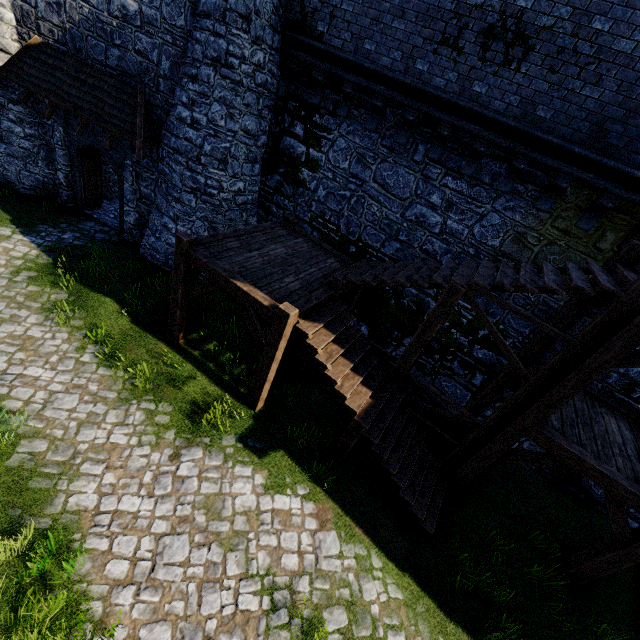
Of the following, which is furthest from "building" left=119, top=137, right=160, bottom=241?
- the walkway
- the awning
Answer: the walkway

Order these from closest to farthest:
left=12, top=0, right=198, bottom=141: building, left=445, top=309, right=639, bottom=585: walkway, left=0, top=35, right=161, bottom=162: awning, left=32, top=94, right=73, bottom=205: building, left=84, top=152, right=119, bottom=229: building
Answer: left=445, top=309, right=639, bottom=585: walkway, left=12, top=0, right=198, bottom=141: building, left=0, top=35, right=161, bottom=162: awning, left=32, top=94, right=73, bottom=205: building, left=84, top=152, right=119, bottom=229: building

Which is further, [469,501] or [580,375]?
[469,501]

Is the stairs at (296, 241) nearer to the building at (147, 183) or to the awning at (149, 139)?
the awning at (149, 139)

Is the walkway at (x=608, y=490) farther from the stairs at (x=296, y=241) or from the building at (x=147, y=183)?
the building at (x=147, y=183)

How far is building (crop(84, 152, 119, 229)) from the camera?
13.2m

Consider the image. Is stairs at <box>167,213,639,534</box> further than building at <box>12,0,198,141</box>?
No
